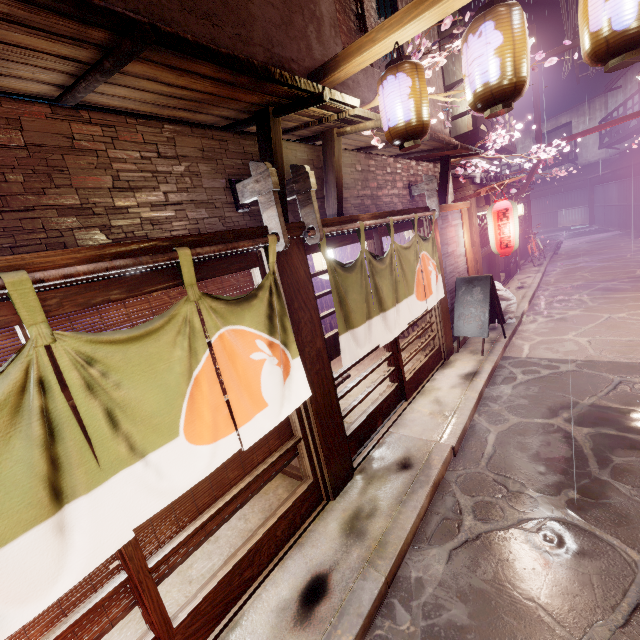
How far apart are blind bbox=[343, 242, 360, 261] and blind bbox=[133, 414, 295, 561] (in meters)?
10.52

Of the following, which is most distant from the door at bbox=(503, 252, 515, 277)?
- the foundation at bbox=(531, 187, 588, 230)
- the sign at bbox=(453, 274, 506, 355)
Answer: the sign at bbox=(453, 274, 506, 355)

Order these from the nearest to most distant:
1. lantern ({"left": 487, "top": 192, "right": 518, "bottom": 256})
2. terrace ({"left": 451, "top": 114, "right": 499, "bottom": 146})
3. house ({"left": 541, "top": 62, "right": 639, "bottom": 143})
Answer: lantern ({"left": 487, "top": 192, "right": 518, "bottom": 256}), terrace ({"left": 451, "top": 114, "right": 499, "bottom": 146}), house ({"left": 541, "top": 62, "right": 639, "bottom": 143})

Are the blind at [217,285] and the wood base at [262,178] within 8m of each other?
yes

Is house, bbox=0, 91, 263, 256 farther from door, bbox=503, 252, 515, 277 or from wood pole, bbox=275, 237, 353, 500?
door, bbox=503, 252, 515, 277

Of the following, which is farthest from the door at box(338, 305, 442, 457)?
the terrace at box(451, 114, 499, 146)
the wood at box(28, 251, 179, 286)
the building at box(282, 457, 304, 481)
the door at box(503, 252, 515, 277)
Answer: the door at box(503, 252, 515, 277)

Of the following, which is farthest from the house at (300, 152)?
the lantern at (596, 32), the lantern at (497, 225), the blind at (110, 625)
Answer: the blind at (110, 625)

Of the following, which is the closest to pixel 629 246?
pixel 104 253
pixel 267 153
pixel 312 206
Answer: pixel 312 206
